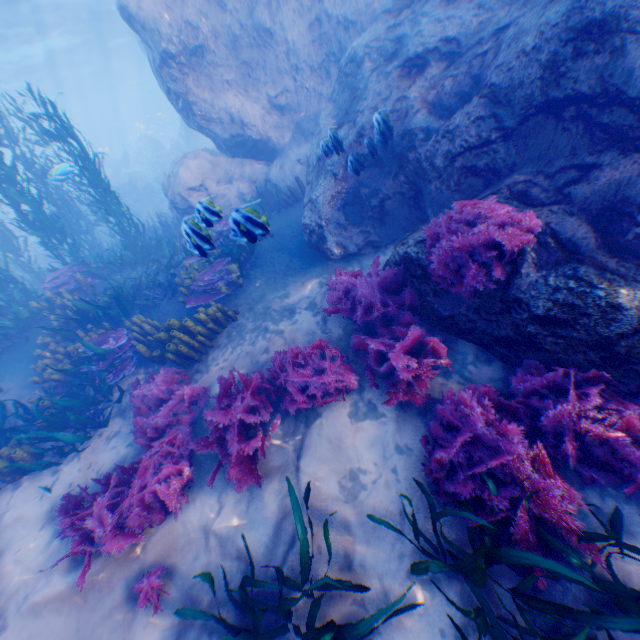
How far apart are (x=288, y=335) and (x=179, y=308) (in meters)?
4.08

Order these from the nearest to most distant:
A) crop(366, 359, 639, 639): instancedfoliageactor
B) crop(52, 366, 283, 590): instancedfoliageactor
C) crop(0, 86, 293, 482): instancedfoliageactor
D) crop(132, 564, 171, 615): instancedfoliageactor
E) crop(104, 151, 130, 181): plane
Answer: crop(366, 359, 639, 639): instancedfoliageactor, crop(132, 564, 171, 615): instancedfoliageactor, crop(52, 366, 283, 590): instancedfoliageactor, crop(0, 86, 293, 482): instancedfoliageactor, crop(104, 151, 130, 181): plane

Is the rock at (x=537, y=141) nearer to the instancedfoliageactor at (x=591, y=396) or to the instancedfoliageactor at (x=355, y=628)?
the instancedfoliageactor at (x=591, y=396)

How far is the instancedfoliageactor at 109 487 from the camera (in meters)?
4.03

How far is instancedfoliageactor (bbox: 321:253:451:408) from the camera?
4.1 meters

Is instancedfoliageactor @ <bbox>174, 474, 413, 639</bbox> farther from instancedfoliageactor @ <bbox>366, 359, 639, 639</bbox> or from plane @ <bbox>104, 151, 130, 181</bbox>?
plane @ <bbox>104, 151, 130, 181</bbox>

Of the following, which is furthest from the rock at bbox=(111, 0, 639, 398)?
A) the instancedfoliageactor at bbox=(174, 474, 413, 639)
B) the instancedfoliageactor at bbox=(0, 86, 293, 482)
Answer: the instancedfoliageactor at bbox=(174, 474, 413, 639)
